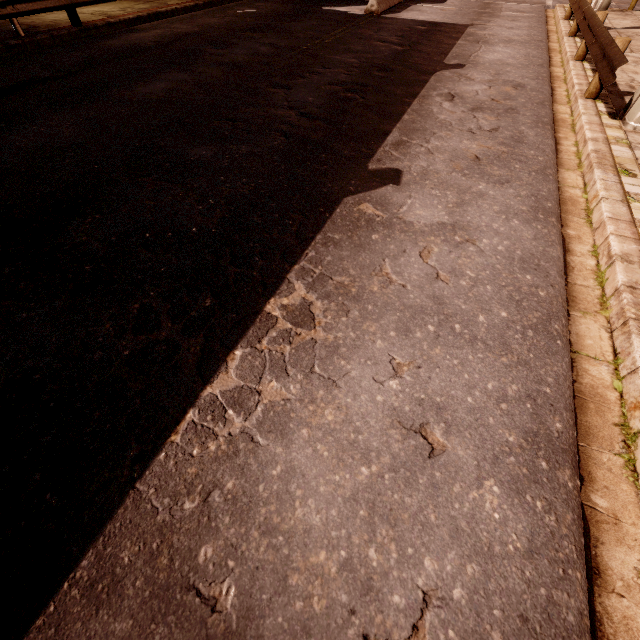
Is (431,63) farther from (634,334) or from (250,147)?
(634,334)

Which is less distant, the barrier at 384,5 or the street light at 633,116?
the street light at 633,116

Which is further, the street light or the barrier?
the barrier
